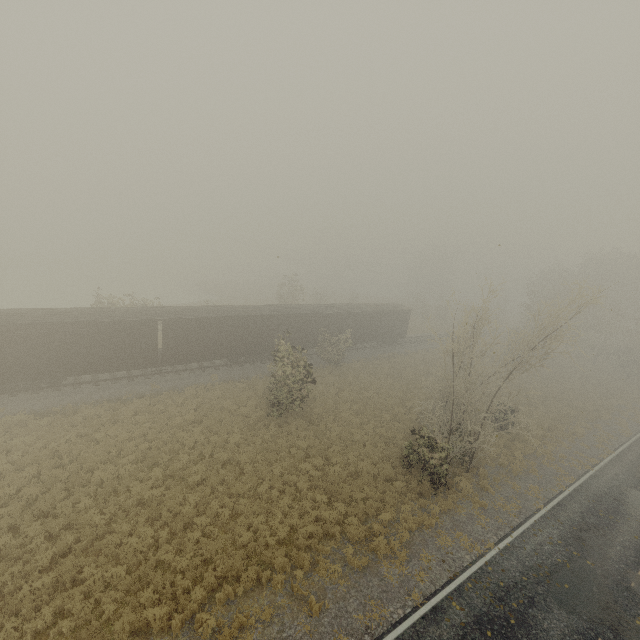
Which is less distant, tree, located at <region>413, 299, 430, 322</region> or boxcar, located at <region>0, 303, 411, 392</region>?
boxcar, located at <region>0, 303, 411, 392</region>

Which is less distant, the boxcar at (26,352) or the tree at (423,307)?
the boxcar at (26,352)

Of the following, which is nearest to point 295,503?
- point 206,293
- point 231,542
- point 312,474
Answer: point 312,474

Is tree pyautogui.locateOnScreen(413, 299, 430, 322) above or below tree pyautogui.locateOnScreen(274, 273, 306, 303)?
below

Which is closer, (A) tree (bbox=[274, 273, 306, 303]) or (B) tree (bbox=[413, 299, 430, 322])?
(A) tree (bbox=[274, 273, 306, 303])

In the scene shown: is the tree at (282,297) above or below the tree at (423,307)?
above

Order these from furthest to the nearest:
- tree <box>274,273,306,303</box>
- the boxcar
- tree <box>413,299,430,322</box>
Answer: tree <box>413,299,430,322</box> → tree <box>274,273,306,303</box> → the boxcar
